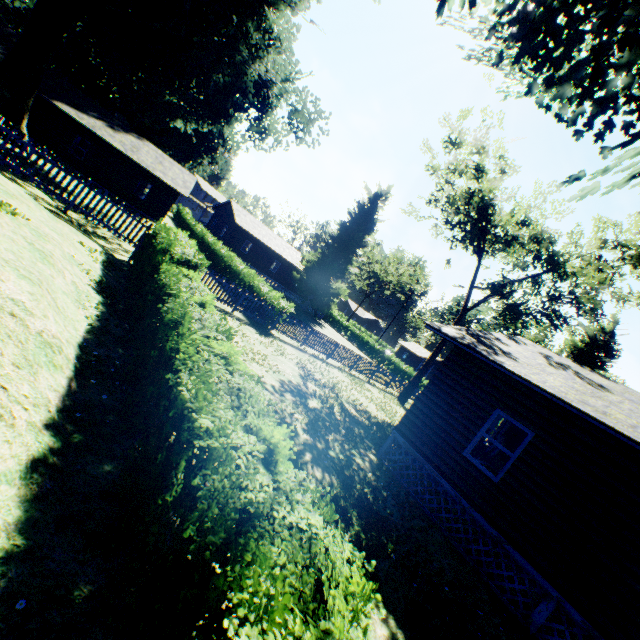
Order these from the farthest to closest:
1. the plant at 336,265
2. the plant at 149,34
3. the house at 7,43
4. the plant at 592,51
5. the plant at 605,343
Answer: → the plant at 336,265 → the plant at 605,343 → the house at 7,43 → the plant at 149,34 → the plant at 592,51

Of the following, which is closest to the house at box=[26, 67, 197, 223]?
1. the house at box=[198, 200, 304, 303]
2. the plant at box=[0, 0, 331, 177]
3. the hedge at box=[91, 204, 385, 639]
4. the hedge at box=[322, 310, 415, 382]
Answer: the hedge at box=[322, 310, 415, 382]

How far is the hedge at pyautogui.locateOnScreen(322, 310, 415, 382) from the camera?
39.53m

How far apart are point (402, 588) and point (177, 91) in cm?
2901

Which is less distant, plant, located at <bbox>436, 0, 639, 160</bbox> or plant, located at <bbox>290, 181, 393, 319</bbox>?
plant, located at <bbox>436, 0, 639, 160</bbox>

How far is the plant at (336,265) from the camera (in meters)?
42.56

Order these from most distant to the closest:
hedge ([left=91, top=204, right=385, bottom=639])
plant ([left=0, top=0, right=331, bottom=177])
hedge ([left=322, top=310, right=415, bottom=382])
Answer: hedge ([left=322, top=310, right=415, bottom=382]) → plant ([left=0, top=0, right=331, bottom=177]) → hedge ([left=91, top=204, right=385, bottom=639])

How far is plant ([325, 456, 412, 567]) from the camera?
5.9 meters
